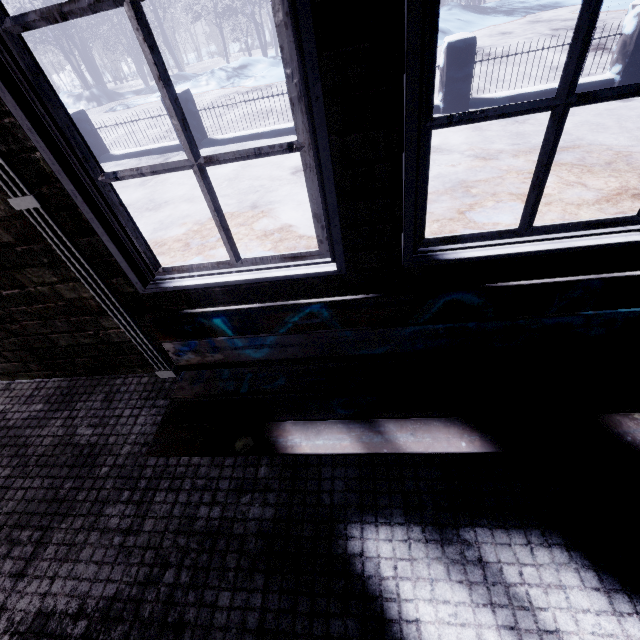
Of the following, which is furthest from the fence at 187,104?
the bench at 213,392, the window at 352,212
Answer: the bench at 213,392

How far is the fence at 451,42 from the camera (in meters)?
4.62

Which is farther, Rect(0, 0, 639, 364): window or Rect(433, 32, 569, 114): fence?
Rect(433, 32, 569, 114): fence

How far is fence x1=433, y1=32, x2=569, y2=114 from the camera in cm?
462

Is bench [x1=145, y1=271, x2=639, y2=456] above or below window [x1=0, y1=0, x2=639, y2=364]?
below

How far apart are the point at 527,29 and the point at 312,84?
16.55m

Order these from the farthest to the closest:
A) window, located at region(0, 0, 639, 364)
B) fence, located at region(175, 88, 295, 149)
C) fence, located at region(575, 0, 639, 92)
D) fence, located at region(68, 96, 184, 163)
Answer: fence, located at region(68, 96, 184, 163), fence, located at region(175, 88, 295, 149), fence, located at region(575, 0, 639, 92), window, located at region(0, 0, 639, 364)
